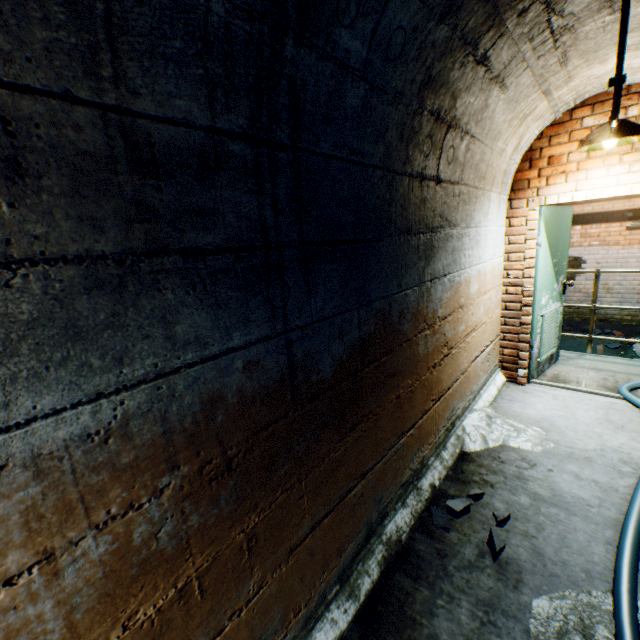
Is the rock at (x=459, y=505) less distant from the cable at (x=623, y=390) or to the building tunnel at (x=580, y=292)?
the building tunnel at (x=580, y=292)

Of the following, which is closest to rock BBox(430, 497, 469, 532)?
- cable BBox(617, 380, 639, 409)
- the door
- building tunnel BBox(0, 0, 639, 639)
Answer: building tunnel BBox(0, 0, 639, 639)

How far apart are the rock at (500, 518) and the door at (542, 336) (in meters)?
2.31

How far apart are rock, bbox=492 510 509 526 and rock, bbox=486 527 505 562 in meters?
0.1 m

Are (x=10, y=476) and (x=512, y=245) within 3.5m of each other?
no

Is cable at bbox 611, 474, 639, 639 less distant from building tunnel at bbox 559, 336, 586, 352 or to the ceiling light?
building tunnel at bbox 559, 336, 586, 352

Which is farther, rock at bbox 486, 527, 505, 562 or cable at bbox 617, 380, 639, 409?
cable at bbox 617, 380, 639, 409

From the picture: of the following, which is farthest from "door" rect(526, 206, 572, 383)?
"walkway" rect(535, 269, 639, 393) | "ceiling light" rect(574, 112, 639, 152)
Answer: "ceiling light" rect(574, 112, 639, 152)
